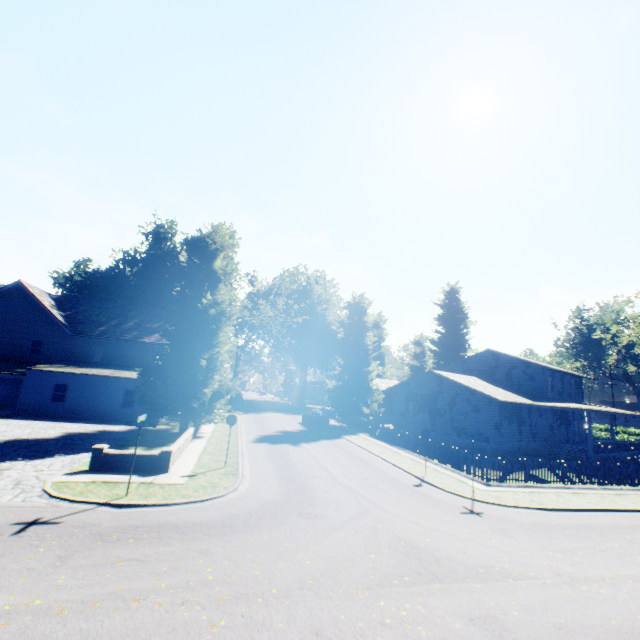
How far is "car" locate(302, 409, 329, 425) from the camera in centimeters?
3356cm

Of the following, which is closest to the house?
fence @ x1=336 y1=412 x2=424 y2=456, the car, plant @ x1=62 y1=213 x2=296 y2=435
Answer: plant @ x1=62 y1=213 x2=296 y2=435

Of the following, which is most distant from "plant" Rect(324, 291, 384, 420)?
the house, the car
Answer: the car

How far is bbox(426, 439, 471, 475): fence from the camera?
18.0m

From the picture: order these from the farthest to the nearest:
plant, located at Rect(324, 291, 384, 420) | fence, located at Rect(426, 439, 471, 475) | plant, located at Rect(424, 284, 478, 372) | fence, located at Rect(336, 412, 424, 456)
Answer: plant, located at Rect(424, 284, 478, 372) → plant, located at Rect(324, 291, 384, 420) → fence, located at Rect(336, 412, 424, 456) → fence, located at Rect(426, 439, 471, 475)

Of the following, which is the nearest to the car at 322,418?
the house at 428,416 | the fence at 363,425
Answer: the fence at 363,425

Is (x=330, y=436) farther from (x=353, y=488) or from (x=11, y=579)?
(x=11, y=579)
